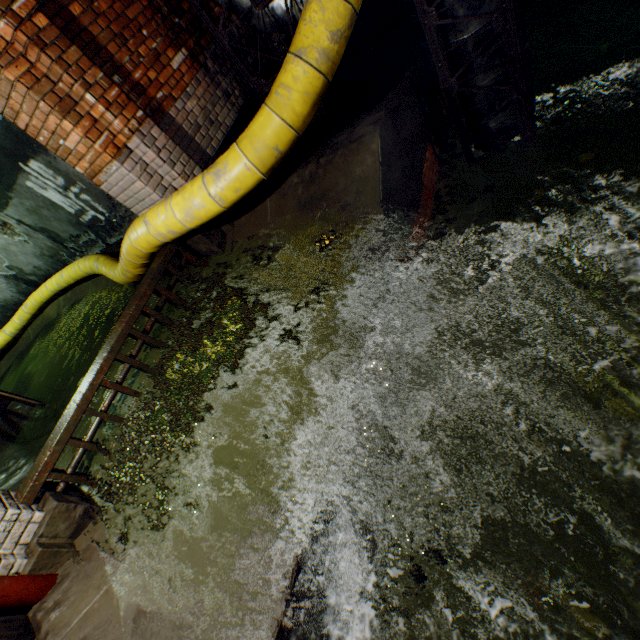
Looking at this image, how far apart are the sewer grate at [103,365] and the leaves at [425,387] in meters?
2.7

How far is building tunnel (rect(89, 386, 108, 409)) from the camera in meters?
4.7 m

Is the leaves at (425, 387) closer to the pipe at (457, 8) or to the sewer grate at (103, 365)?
the pipe at (457, 8)

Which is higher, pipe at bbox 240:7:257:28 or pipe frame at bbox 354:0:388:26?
pipe at bbox 240:7:257:28

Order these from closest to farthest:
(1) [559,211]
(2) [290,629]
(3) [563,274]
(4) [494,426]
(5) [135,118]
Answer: (2) [290,629] → (5) [135,118] → (4) [494,426] → (3) [563,274] → (1) [559,211]

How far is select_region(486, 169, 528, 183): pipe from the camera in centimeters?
425cm

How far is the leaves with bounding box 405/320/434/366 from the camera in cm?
317
